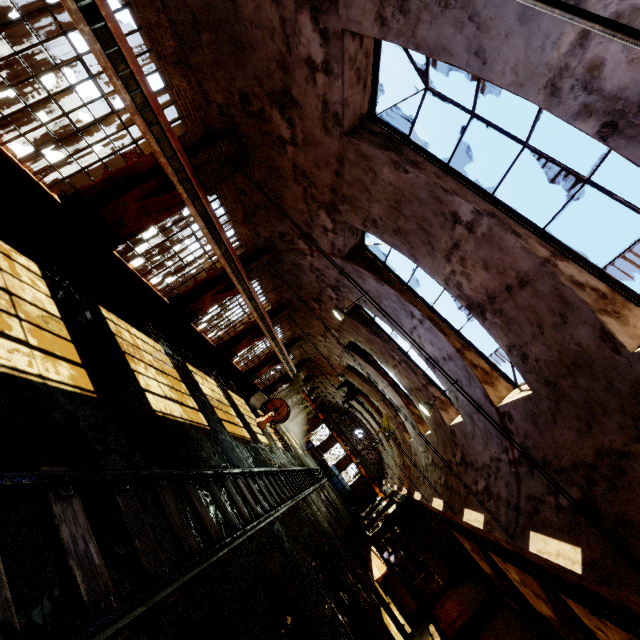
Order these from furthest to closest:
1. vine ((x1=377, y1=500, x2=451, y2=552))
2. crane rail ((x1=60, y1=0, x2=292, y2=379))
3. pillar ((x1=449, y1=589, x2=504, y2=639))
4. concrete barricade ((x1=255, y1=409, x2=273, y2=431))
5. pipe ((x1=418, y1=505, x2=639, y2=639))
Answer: vine ((x1=377, y1=500, x2=451, y2=552)) → concrete barricade ((x1=255, y1=409, x2=273, y2=431)) → pillar ((x1=449, y1=589, x2=504, y2=639)) → pipe ((x1=418, y1=505, x2=639, y2=639)) → crane rail ((x1=60, y1=0, x2=292, y2=379))

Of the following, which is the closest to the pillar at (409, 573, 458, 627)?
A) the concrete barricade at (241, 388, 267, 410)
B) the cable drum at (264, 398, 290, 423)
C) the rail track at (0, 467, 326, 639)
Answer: the rail track at (0, 467, 326, 639)

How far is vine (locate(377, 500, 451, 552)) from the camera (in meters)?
21.11

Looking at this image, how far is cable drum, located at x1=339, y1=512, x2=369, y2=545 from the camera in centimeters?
2216cm

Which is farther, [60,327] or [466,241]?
[466,241]

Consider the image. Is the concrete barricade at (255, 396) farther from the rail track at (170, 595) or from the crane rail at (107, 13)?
the rail track at (170, 595)

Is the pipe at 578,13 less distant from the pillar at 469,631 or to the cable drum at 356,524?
the pillar at 469,631

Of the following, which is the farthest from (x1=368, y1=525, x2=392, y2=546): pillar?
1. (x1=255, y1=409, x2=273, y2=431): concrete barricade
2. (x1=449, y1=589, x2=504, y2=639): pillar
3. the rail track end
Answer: the rail track end
